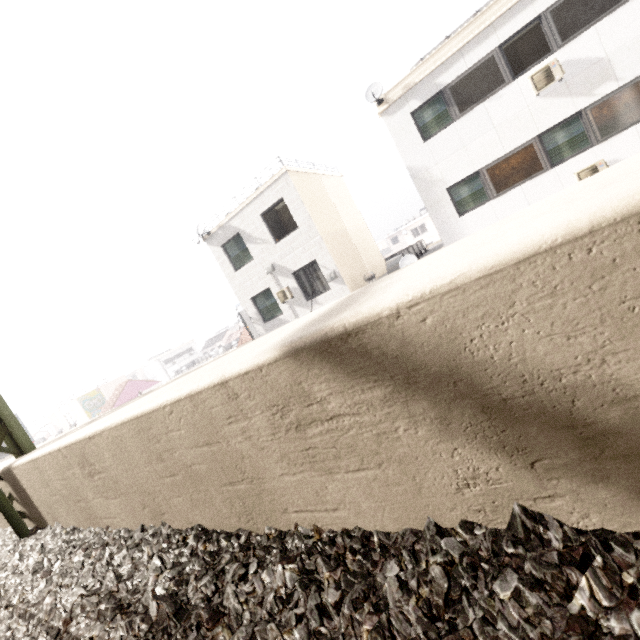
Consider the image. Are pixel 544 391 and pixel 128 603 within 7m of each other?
yes

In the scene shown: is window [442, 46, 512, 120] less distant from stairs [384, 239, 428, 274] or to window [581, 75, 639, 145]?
window [581, 75, 639, 145]

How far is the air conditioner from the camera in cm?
940

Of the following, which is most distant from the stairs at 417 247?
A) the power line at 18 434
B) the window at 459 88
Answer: the power line at 18 434

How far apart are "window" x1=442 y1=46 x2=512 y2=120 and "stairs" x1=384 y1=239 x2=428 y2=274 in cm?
483

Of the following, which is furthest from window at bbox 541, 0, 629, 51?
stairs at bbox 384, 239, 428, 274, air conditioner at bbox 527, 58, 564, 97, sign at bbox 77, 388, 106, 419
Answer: sign at bbox 77, 388, 106, 419

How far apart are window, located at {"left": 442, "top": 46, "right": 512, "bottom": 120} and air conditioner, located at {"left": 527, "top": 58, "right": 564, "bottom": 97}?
0.39m

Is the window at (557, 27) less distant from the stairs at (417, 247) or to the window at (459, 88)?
the window at (459, 88)
